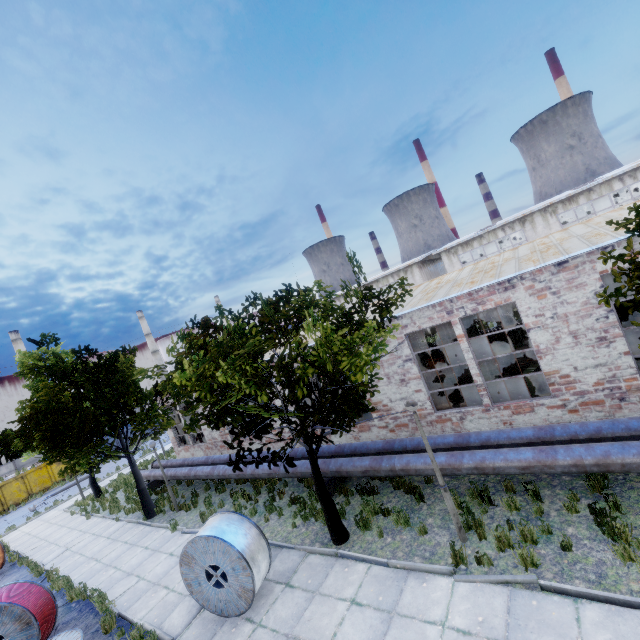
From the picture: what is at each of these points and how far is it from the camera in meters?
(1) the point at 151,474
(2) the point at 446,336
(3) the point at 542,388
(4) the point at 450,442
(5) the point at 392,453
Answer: (1) pipe, 18.3 m
(2) column beam, 19.9 m
(3) cabinet, 10.4 m
(4) pipe, 9.3 m
(5) pipe, 10.4 m

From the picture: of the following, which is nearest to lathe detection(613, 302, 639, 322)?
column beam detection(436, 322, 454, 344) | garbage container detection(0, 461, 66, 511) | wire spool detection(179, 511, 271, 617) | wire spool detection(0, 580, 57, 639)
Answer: column beam detection(436, 322, 454, 344)

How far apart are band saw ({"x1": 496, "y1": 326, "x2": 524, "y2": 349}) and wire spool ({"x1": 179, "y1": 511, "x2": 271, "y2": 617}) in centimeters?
1721cm

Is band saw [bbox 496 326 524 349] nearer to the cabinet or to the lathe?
the lathe

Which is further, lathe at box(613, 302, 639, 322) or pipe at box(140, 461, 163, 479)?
pipe at box(140, 461, 163, 479)

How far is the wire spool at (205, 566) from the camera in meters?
7.4 m

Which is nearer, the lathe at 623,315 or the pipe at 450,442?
the pipe at 450,442

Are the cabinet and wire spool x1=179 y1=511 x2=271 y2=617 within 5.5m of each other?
no
